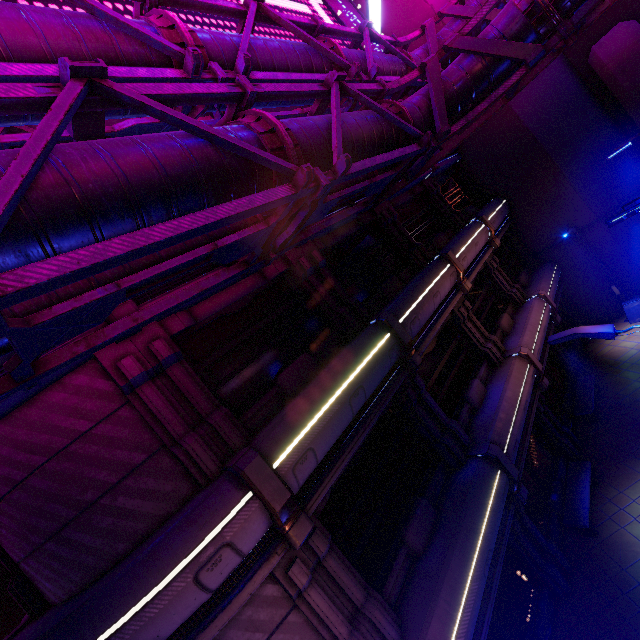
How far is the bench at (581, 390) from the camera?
13.0m

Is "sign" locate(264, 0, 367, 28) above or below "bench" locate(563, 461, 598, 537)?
above

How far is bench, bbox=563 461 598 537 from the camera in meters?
9.7

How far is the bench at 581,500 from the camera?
9.7 meters

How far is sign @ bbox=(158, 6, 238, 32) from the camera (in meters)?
8.09

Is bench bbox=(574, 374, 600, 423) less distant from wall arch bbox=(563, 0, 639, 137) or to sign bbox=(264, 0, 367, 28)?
wall arch bbox=(563, 0, 639, 137)

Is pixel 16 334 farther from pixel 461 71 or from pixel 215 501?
pixel 461 71

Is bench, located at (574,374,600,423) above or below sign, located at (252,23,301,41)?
below
